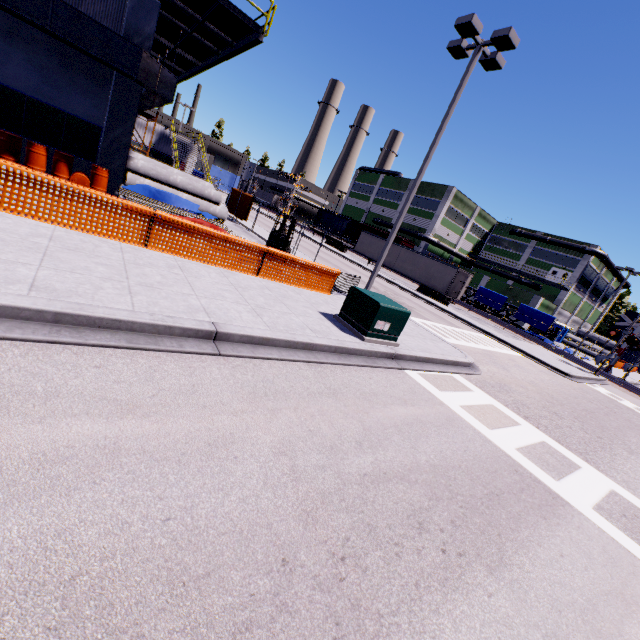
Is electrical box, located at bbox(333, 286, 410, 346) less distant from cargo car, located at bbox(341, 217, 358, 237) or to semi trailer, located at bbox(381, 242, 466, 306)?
semi trailer, located at bbox(381, 242, 466, 306)

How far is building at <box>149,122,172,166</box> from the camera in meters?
33.1 m

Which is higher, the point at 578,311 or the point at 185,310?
the point at 578,311

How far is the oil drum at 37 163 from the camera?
11.5m

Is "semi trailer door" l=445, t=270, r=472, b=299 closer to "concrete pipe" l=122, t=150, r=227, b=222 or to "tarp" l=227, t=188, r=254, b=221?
"tarp" l=227, t=188, r=254, b=221

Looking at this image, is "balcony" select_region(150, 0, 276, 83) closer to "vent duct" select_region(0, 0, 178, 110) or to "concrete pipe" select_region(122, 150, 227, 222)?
"vent duct" select_region(0, 0, 178, 110)

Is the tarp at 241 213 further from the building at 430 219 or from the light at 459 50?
the light at 459 50
